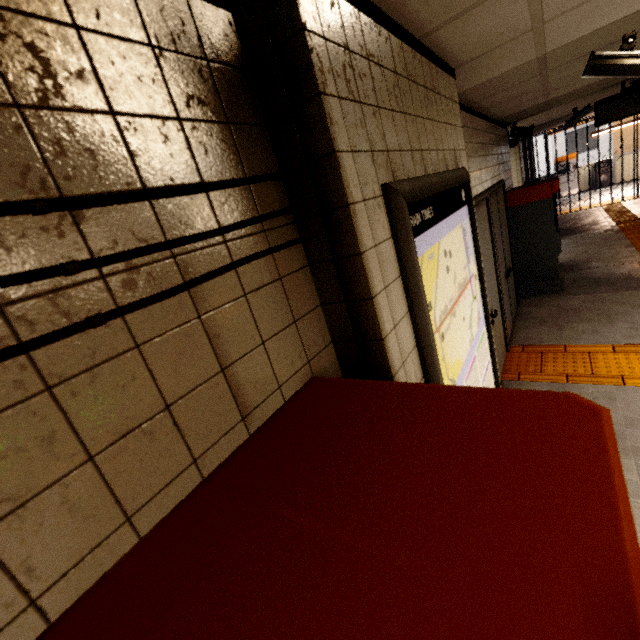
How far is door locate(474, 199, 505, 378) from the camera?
3.4m

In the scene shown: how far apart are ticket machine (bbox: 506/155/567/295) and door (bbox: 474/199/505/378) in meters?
2.2

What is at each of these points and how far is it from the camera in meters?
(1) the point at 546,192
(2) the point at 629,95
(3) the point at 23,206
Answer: (1) ticket machine, 5.2 m
(2) sign, 5.0 m
(3) exterior wiring, 0.5 m

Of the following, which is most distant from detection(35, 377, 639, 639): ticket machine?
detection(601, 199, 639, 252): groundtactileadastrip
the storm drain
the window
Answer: the window

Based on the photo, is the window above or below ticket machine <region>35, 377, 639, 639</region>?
above

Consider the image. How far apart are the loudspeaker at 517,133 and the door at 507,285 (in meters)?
1.88

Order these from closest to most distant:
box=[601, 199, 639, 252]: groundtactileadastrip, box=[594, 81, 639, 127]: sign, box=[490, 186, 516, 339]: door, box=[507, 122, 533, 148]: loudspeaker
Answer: box=[490, 186, 516, 339]: door, box=[594, 81, 639, 127]: sign, box=[507, 122, 533, 148]: loudspeaker, box=[601, 199, 639, 252]: groundtactileadastrip

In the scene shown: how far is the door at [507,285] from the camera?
4.29m
